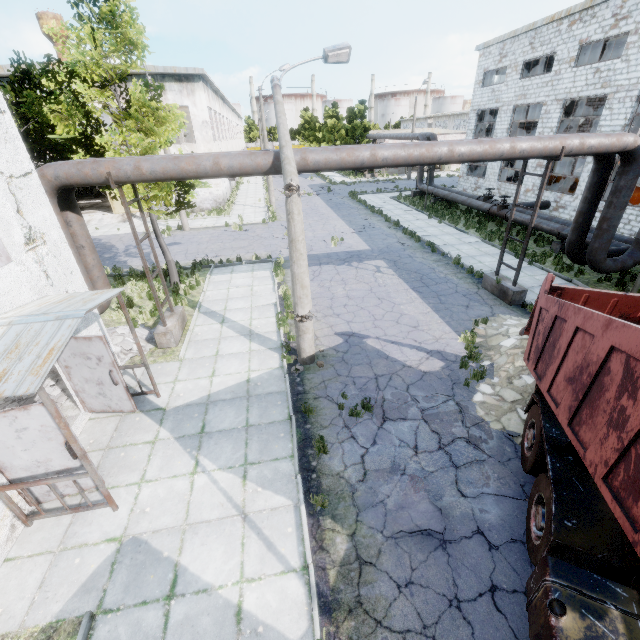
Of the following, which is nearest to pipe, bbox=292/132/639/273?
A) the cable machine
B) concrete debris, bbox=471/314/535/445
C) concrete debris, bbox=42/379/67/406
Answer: concrete debris, bbox=42/379/67/406

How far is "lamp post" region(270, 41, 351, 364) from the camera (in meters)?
7.59

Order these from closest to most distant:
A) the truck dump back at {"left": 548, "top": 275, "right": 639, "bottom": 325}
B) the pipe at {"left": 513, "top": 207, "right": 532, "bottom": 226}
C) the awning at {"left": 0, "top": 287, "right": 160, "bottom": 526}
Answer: the awning at {"left": 0, "top": 287, "right": 160, "bottom": 526} → the truck dump back at {"left": 548, "top": 275, "right": 639, "bottom": 325} → the pipe at {"left": 513, "top": 207, "right": 532, "bottom": 226}

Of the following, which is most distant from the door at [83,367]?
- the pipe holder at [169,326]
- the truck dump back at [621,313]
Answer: the truck dump back at [621,313]

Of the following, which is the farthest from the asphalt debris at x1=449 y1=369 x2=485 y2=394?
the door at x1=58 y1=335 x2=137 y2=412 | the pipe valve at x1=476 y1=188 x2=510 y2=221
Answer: the pipe valve at x1=476 y1=188 x2=510 y2=221

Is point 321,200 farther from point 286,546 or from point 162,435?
point 286,546

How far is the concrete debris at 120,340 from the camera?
9.80m

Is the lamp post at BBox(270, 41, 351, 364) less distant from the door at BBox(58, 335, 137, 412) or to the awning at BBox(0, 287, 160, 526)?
the awning at BBox(0, 287, 160, 526)
